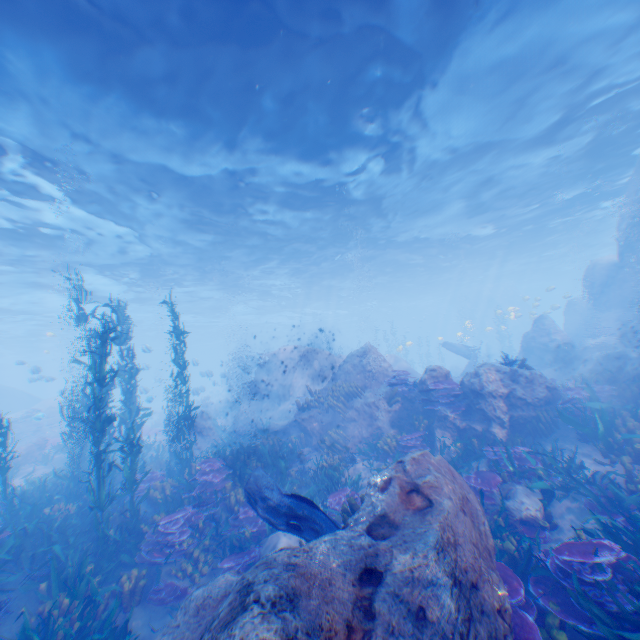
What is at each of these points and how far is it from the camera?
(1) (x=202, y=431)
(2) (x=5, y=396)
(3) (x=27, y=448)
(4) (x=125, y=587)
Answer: (1) rock, 19.27m
(2) submarine, 33.16m
(3) rock, 16.14m
(4) instancedfoliageactor, 6.74m

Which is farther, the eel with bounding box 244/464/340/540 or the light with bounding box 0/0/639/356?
the light with bounding box 0/0/639/356

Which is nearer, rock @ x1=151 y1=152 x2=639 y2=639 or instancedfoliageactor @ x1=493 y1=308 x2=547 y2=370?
rock @ x1=151 y1=152 x2=639 y2=639

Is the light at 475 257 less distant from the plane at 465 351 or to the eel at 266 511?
the plane at 465 351

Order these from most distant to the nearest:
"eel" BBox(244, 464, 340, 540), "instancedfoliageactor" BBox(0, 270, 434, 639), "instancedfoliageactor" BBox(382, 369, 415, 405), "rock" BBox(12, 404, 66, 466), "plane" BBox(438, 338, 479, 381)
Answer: "plane" BBox(438, 338, 479, 381) < "rock" BBox(12, 404, 66, 466) < "instancedfoliageactor" BBox(382, 369, 415, 405) < "instancedfoliageactor" BBox(0, 270, 434, 639) < "eel" BBox(244, 464, 340, 540)

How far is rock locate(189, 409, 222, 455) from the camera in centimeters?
1858cm

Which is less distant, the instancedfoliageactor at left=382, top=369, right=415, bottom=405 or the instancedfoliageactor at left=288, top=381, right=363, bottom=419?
the instancedfoliageactor at left=382, top=369, right=415, bottom=405

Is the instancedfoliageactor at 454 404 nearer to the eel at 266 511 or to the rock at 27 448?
the rock at 27 448
